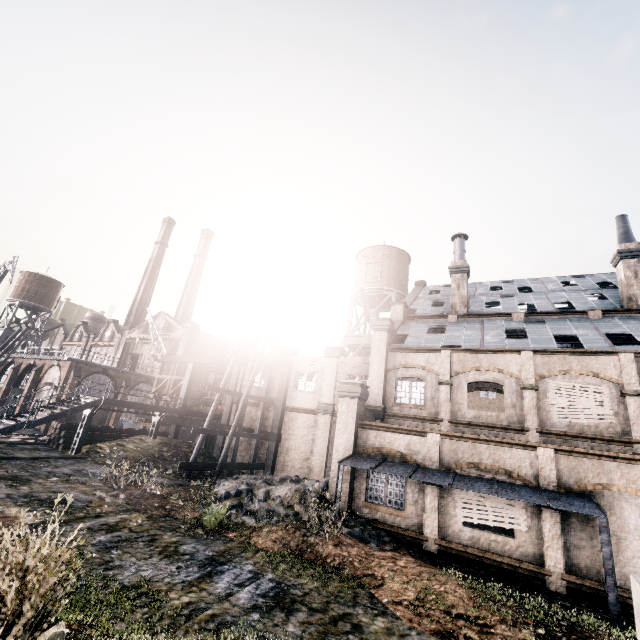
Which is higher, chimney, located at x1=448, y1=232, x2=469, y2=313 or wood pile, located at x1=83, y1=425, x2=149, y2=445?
chimney, located at x1=448, y1=232, x2=469, y2=313

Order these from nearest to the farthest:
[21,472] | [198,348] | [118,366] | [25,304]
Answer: [21,472] < [198,348] < [118,366] < [25,304]

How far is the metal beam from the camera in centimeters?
962cm

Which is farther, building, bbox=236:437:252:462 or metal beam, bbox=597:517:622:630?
building, bbox=236:437:252:462

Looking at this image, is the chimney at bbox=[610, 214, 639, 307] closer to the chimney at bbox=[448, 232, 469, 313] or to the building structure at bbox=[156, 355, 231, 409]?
the chimney at bbox=[448, 232, 469, 313]

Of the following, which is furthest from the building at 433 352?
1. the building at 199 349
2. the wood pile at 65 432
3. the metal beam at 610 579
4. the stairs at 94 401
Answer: the building at 199 349

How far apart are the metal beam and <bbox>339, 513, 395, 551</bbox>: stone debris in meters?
7.1

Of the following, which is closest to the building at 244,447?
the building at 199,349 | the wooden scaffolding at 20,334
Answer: the building at 199,349
